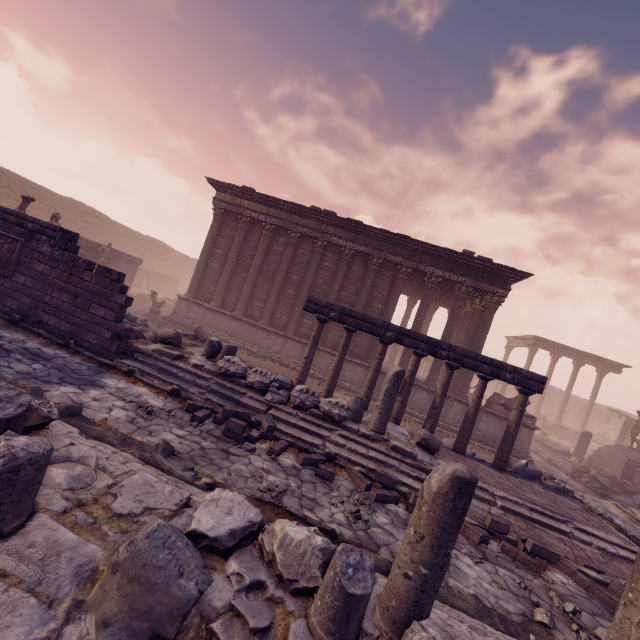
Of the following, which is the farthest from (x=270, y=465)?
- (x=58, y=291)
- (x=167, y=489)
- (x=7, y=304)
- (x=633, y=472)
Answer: (x=633, y=472)

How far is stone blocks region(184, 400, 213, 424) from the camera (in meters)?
6.40

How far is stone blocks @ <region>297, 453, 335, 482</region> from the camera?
6.02m

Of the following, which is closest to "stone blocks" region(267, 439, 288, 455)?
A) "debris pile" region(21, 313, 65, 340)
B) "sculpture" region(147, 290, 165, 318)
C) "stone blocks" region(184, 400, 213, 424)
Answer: "stone blocks" region(184, 400, 213, 424)

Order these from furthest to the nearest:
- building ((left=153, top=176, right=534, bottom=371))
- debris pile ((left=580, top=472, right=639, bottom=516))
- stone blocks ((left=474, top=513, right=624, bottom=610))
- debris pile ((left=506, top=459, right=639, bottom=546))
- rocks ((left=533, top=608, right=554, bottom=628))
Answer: building ((left=153, top=176, right=534, bottom=371)) → debris pile ((left=580, top=472, right=639, bottom=516)) → debris pile ((left=506, top=459, right=639, bottom=546)) → stone blocks ((left=474, top=513, right=624, bottom=610)) → rocks ((left=533, top=608, right=554, bottom=628))

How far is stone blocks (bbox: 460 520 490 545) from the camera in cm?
565

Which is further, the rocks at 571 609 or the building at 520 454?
the building at 520 454

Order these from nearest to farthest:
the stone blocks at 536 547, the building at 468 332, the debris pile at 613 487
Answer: the stone blocks at 536 547 → the debris pile at 613 487 → the building at 468 332
